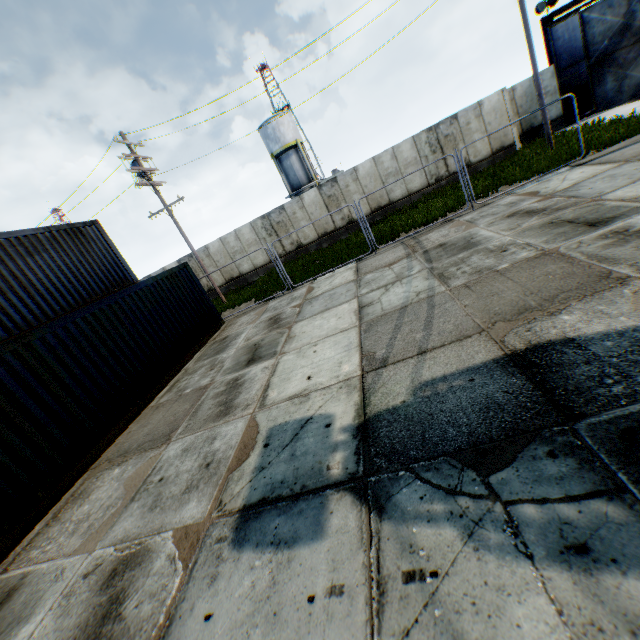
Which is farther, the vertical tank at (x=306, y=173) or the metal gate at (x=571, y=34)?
the vertical tank at (x=306, y=173)

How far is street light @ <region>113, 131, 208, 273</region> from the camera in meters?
15.3

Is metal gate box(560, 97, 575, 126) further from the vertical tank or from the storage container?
the storage container

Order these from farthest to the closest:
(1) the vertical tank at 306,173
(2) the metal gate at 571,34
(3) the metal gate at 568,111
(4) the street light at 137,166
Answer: (1) the vertical tank at 306,173, (3) the metal gate at 568,111, (2) the metal gate at 571,34, (4) the street light at 137,166

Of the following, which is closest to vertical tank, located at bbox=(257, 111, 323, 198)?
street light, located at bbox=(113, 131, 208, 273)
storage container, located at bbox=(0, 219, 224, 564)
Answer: street light, located at bbox=(113, 131, 208, 273)

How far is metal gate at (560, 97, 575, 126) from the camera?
19.6m

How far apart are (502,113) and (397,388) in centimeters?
1992cm

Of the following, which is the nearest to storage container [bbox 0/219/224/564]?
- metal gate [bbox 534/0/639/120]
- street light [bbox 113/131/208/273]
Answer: street light [bbox 113/131/208/273]
